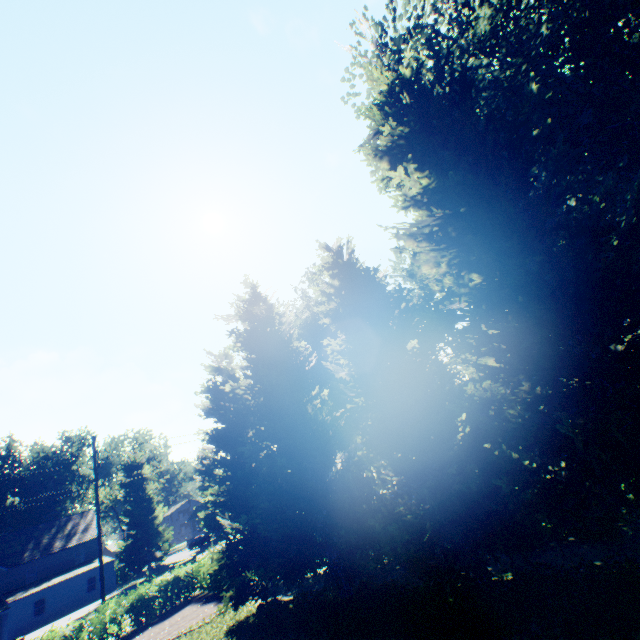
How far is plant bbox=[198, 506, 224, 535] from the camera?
57.75m

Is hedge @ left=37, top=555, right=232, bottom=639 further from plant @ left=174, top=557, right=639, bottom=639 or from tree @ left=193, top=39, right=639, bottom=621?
plant @ left=174, top=557, right=639, bottom=639

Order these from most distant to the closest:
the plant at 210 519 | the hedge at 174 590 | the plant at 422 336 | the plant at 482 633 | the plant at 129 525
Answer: the plant at 210 519 → the plant at 129 525 → the plant at 422 336 → the hedge at 174 590 → the plant at 482 633

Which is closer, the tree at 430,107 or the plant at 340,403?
the tree at 430,107

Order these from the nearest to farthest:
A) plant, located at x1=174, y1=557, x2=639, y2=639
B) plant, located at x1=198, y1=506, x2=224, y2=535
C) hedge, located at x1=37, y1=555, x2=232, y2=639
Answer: plant, located at x1=174, y1=557, x2=639, y2=639, hedge, located at x1=37, y1=555, x2=232, y2=639, plant, located at x1=198, y1=506, x2=224, y2=535

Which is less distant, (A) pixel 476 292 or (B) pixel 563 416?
(B) pixel 563 416

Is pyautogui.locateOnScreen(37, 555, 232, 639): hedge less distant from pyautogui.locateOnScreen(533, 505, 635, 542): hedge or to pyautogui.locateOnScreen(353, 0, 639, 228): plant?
pyautogui.locateOnScreen(353, 0, 639, 228): plant
